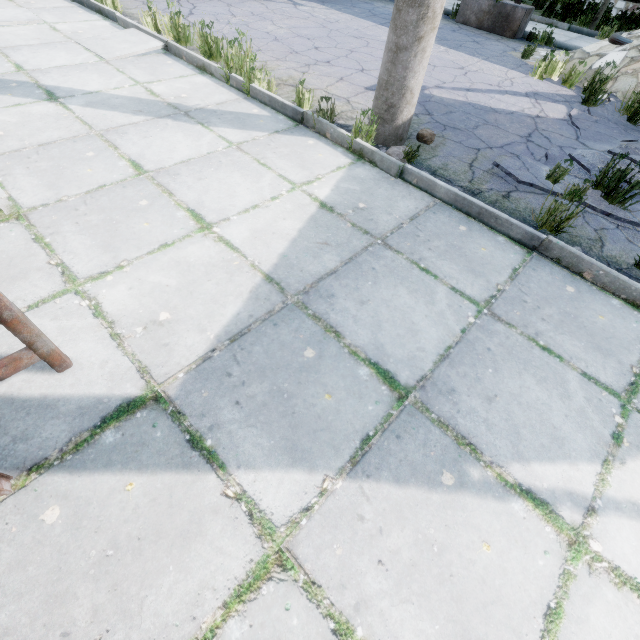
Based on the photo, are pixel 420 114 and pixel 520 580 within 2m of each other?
no

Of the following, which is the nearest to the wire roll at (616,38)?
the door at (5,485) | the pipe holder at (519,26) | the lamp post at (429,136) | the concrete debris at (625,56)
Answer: the concrete debris at (625,56)

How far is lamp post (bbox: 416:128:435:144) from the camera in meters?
3.9 m

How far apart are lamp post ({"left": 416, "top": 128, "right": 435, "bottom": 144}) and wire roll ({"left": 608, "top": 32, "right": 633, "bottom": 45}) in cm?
555

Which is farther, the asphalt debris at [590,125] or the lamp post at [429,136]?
the asphalt debris at [590,125]

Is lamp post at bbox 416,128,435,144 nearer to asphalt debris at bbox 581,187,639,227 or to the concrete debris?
asphalt debris at bbox 581,187,639,227

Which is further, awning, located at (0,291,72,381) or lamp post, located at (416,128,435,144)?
lamp post, located at (416,128,435,144)
